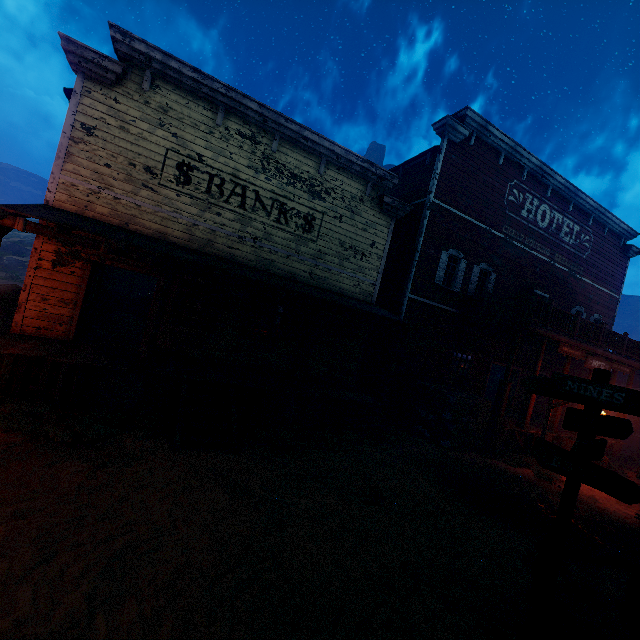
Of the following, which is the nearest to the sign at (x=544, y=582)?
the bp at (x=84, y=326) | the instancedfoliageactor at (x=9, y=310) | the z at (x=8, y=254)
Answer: the z at (x=8, y=254)

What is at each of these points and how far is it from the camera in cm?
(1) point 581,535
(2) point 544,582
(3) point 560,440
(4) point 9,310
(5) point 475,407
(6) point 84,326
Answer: (1) z, 695
(2) sign, 410
(3) building, 1355
(4) instancedfoliageactor, 1062
(5) wooden box, 1145
(6) bp, 903

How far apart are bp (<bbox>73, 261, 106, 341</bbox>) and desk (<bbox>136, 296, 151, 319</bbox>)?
6.09m

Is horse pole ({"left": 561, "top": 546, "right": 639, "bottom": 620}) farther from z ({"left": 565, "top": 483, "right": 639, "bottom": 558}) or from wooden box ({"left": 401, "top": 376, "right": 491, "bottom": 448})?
wooden box ({"left": 401, "top": 376, "right": 491, "bottom": 448})

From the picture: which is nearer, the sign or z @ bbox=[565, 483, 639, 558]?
the sign

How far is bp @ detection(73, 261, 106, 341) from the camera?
8.4 meters

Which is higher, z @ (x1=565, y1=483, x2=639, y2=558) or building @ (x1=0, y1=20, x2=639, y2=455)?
building @ (x1=0, y1=20, x2=639, y2=455)

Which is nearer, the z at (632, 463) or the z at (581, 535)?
the z at (581, 535)
